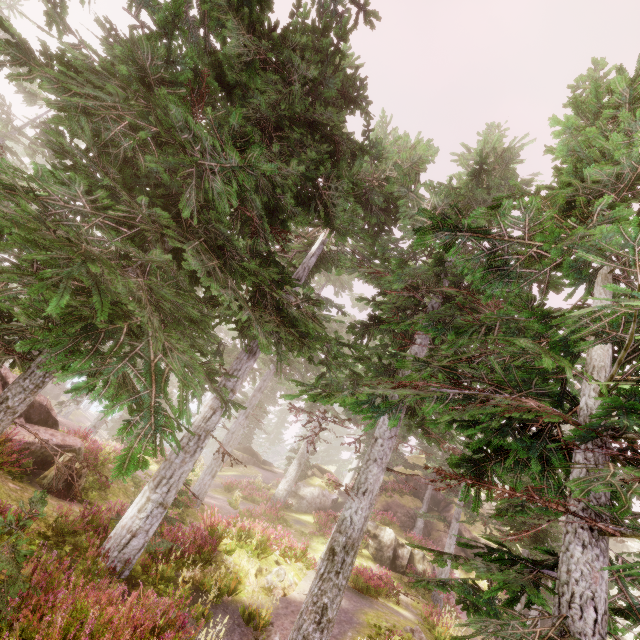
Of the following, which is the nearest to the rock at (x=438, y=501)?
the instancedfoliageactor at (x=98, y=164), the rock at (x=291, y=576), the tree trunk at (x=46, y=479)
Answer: the instancedfoliageactor at (x=98, y=164)

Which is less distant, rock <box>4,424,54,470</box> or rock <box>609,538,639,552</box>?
rock <box>4,424,54,470</box>

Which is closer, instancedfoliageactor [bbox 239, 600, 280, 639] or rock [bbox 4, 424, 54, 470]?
instancedfoliageactor [bbox 239, 600, 280, 639]

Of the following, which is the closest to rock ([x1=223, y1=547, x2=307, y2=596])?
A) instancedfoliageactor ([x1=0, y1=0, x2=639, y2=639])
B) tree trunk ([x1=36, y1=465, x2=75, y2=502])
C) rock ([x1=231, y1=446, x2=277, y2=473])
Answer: instancedfoliageactor ([x1=0, y1=0, x2=639, y2=639])

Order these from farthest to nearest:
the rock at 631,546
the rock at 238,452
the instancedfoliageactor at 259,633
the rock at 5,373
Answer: the rock at 631,546
the rock at 238,452
the rock at 5,373
the instancedfoliageactor at 259,633

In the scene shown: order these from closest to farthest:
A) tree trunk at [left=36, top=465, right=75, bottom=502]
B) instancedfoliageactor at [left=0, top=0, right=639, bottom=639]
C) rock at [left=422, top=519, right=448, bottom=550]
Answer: instancedfoliageactor at [left=0, top=0, right=639, bottom=639] → tree trunk at [left=36, top=465, right=75, bottom=502] → rock at [left=422, top=519, right=448, bottom=550]

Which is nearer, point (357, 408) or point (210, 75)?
point (210, 75)
